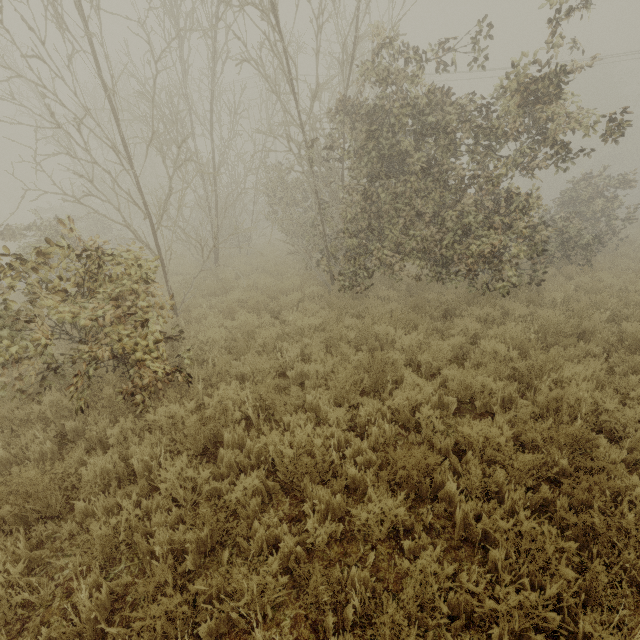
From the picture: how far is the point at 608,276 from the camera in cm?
973
